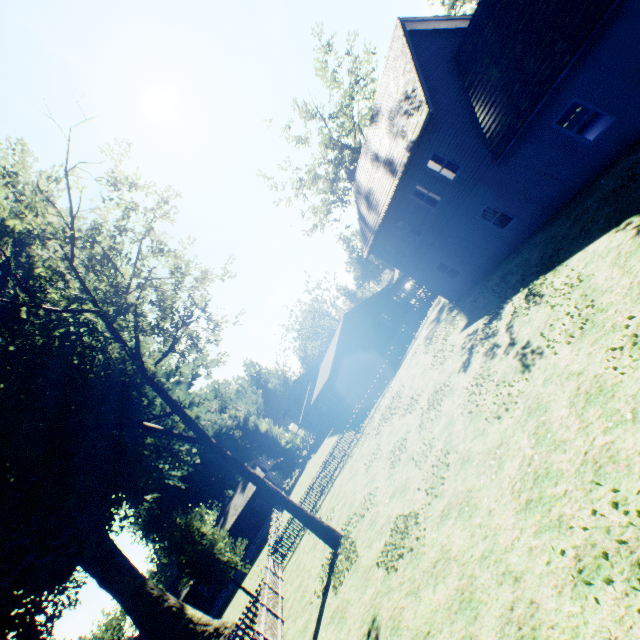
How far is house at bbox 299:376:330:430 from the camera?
52.6 meters

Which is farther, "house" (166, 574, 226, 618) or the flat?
"house" (166, 574, 226, 618)

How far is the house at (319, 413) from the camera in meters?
52.6 m

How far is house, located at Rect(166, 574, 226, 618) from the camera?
36.47m

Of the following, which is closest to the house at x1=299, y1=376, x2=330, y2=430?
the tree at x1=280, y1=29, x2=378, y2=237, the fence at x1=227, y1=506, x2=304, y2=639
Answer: the fence at x1=227, y1=506, x2=304, y2=639

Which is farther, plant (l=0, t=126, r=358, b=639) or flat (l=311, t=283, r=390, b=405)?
flat (l=311, t=283, r=390, b=405)

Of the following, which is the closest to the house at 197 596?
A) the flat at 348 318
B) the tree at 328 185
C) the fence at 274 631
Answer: the fence at 274 631

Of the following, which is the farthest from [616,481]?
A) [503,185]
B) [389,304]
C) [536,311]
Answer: [389,304]
